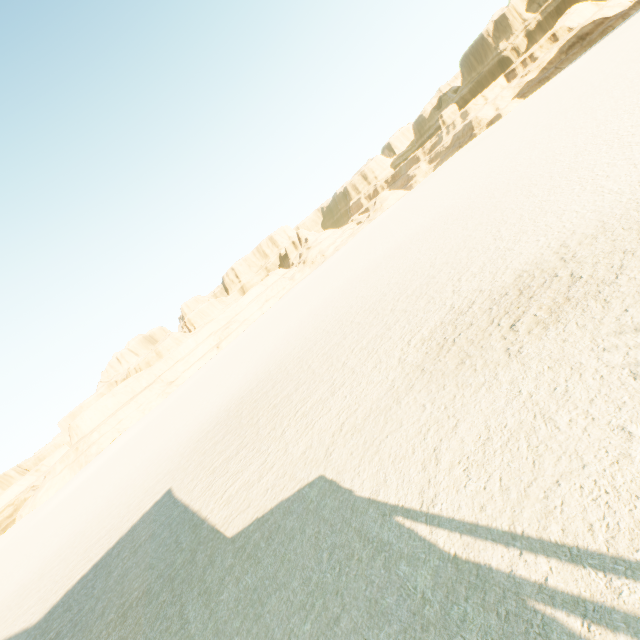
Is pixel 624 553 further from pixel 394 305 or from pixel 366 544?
pixel 394 305
